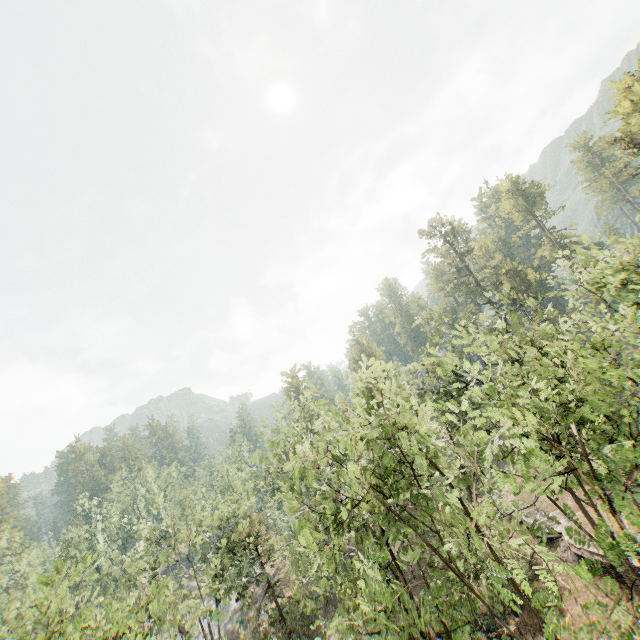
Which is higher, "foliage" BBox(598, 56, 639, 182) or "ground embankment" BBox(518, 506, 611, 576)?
"foliage" BBox(598, 56, 639, 182)

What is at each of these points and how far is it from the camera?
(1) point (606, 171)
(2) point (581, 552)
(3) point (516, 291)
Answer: (1) foliage, 31.5 meters
(2) ground embankment, 23.3 meters
(3) foliage, 44.1 meters

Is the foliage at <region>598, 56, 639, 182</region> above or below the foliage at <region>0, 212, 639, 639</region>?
above

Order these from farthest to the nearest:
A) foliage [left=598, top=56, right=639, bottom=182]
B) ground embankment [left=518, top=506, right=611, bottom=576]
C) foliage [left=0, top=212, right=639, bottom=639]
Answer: foliage [left=598, top=56, right=639, bottom=182] → ground embankment [left=518, top=506, right=611, bottom=576] → foliage [left=0, top=212, right=639, bottom=639]

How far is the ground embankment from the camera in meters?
22.5

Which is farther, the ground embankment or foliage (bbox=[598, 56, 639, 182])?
foliage (bbox=[598, 56, 639, 182])

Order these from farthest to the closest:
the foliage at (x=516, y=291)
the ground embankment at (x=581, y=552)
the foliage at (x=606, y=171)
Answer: the foliage at (x=606, y=171), the ground embankment at (x=581, y=552), the foliage at (x=516, y=291)

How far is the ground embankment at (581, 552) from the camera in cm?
2248
